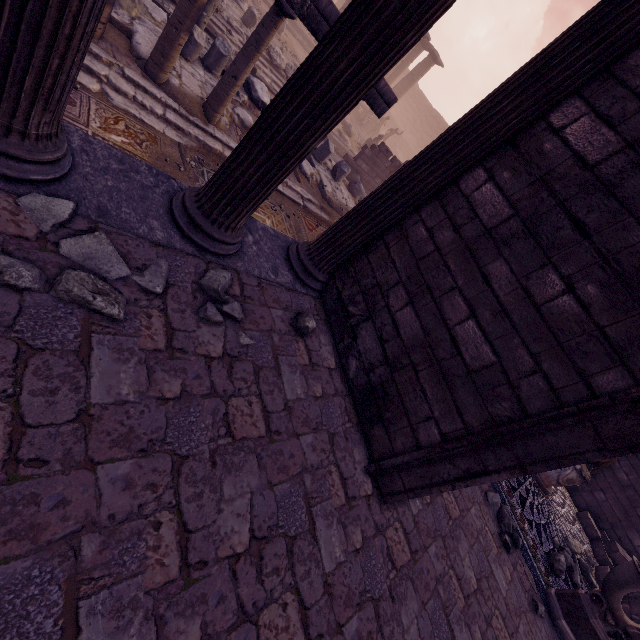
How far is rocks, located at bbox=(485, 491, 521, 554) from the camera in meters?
4.5

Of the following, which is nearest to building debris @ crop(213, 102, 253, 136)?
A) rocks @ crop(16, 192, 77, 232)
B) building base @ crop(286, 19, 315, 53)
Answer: rocks @ crop(16, 192, 77, 232)

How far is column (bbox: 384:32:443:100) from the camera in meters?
22.0 m

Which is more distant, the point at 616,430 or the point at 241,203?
the point at 241,203

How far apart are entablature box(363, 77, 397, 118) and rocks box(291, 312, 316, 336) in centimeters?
550cm

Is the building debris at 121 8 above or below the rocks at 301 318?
below

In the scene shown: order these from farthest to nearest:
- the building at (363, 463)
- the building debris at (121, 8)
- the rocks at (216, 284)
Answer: the building debris at (121, 8) → the rocks at (216, 284) → the building at (363, 463)

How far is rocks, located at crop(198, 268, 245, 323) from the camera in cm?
251
